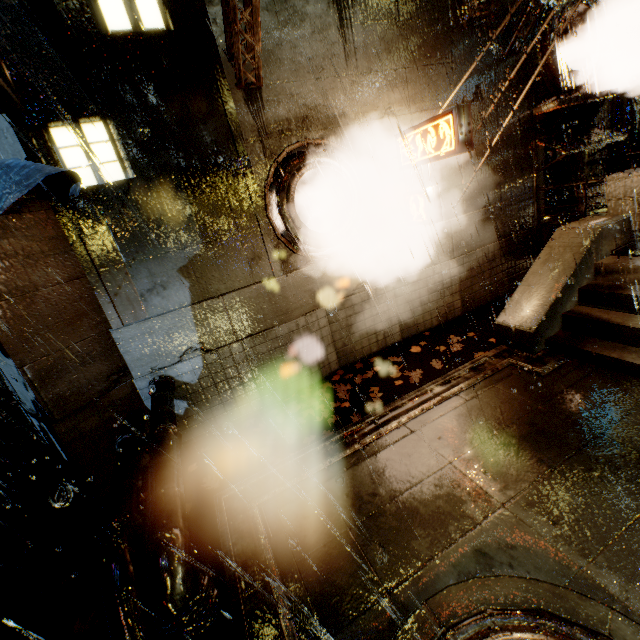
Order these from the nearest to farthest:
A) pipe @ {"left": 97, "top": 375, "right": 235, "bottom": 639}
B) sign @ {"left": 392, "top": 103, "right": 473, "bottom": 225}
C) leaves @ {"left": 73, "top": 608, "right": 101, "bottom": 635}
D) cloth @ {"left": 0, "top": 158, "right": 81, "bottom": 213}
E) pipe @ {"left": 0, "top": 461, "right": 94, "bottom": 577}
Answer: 1. pipe @ {"left": 97, "top": 375, "right": 235, "bottom": 639}
2. leaves @ {"left": 73, "top": 608, "right": 101, "bottom": 635}
3. cloth @ {"left": 0, "top": 158, "right": 81, "bottom": 213}
4. pipe @ {"left": 0, "top": 461, "right": 94, "bottom": 577}
5. sign @ {"left": 392, "top": 103, "right": 473, "bottom": 225}

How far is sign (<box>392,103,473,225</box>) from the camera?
6.2 meters

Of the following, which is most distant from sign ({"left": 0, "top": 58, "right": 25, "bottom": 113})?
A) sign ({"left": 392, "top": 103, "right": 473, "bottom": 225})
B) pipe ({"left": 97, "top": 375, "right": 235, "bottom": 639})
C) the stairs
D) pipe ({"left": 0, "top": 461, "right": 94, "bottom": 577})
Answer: the stairs

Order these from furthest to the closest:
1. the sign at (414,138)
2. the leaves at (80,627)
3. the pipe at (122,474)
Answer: the sign at (414,138) → the leaves at (80,627) → the pipe at (122,474)

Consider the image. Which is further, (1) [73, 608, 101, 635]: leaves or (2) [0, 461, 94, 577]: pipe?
(2) [0, 461, 94, 577]: pipe

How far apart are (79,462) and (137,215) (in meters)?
4.77

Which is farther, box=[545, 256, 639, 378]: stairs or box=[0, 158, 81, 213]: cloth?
box=[545, 256, 639, 378]: stairs

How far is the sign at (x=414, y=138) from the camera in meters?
6.2 m
